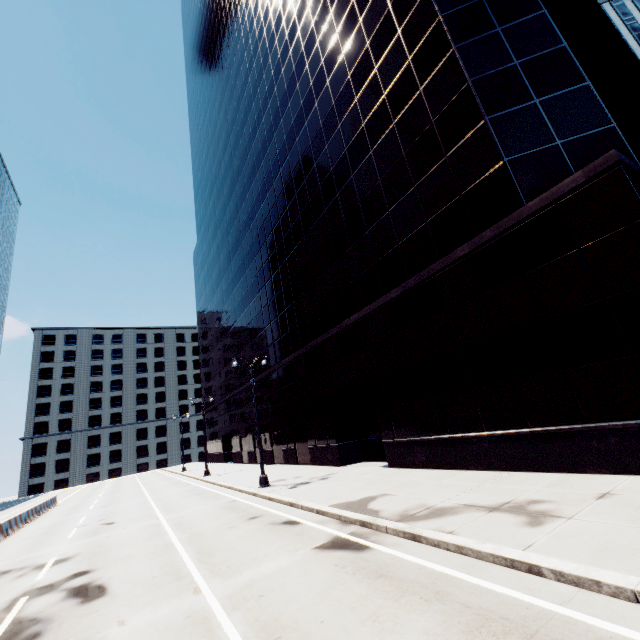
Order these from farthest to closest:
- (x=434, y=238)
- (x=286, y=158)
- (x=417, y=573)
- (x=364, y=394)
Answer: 1. (x=286, y=158)
2. (x=364, y=394)
3. (x=434, y=238)
4. (x=417, y=573)
